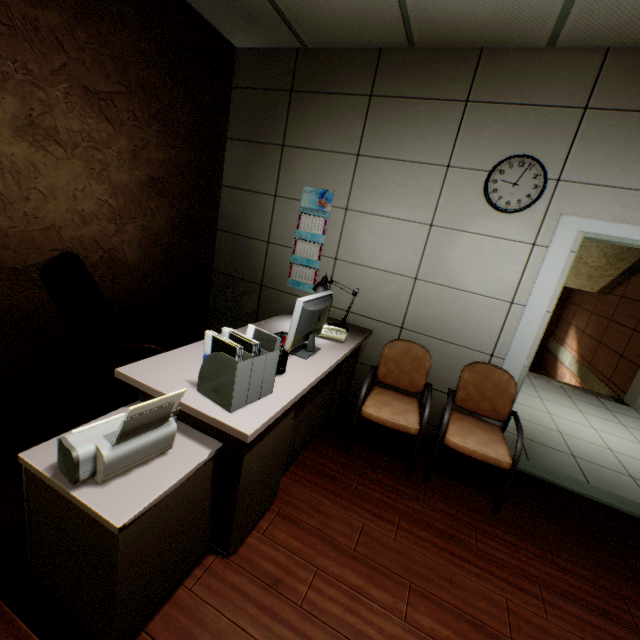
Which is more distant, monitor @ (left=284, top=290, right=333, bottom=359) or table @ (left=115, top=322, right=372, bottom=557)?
monitor @ (left=284, top=290, right=333, bottom=359)

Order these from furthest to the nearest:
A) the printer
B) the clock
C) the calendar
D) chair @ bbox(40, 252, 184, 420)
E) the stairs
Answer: the stairs → the calendar → the clock → chair @ bbox(40, 252, 184, 420) → the printer

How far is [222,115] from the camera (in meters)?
3.35

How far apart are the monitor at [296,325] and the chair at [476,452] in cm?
108

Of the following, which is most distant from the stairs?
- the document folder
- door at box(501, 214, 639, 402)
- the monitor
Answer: the document folder

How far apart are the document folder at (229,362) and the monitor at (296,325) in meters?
0.4 m

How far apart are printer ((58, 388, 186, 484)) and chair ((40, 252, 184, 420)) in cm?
90

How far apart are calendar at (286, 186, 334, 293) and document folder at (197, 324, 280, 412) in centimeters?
177cm
